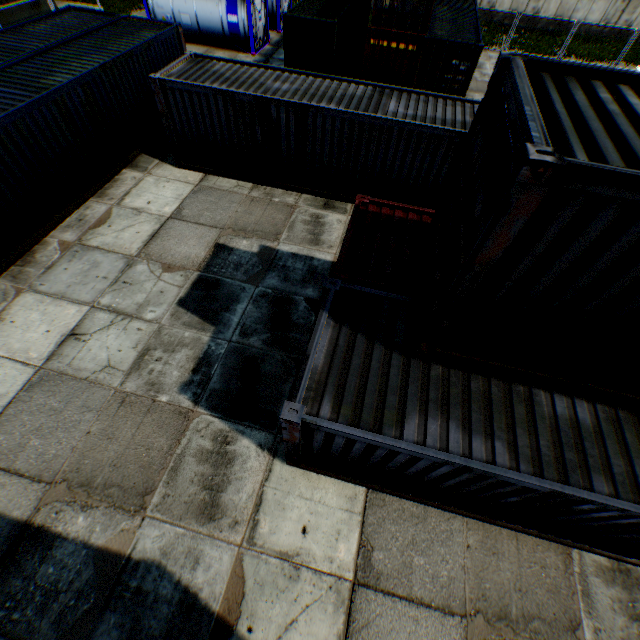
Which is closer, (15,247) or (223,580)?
(223,580)

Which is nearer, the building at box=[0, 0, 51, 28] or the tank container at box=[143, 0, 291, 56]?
the building at box=[0, 0, 51, 28]

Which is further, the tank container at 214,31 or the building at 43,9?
the tank container at 214,31
